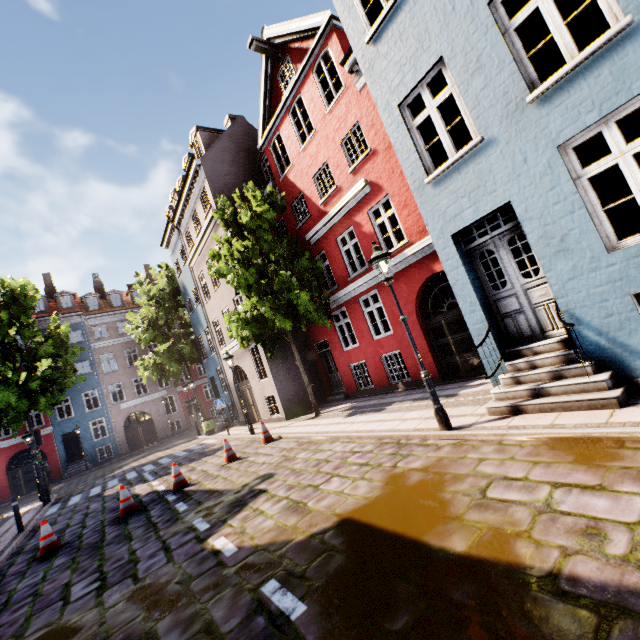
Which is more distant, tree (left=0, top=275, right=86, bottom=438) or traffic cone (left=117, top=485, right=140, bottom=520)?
tree (left=0, top=275, right=86, bottom=438)

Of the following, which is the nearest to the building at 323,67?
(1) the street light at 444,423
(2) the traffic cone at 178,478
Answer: (1) the street light at 444,423

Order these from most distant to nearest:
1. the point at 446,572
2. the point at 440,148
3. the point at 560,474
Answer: the point at 440,148 → the point at 560,474 → the point at 446,572

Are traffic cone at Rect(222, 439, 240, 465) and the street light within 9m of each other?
yes

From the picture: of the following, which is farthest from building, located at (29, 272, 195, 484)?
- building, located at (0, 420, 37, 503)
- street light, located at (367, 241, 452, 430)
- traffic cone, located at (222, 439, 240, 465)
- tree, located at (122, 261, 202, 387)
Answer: building, located at (0, 420, 37, 503)

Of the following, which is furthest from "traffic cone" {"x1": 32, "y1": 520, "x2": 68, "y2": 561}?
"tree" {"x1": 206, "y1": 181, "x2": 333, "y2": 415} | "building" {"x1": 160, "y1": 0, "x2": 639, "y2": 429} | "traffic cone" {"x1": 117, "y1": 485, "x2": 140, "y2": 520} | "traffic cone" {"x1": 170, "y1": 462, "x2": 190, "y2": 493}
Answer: "building" {"x1": 160, "y1": 0, "x2": 639, "y2": 429}

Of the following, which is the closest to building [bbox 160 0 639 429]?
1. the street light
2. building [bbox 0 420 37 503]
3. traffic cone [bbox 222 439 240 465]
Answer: the street light

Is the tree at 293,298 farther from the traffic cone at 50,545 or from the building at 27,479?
the traffic cone at 50,545
